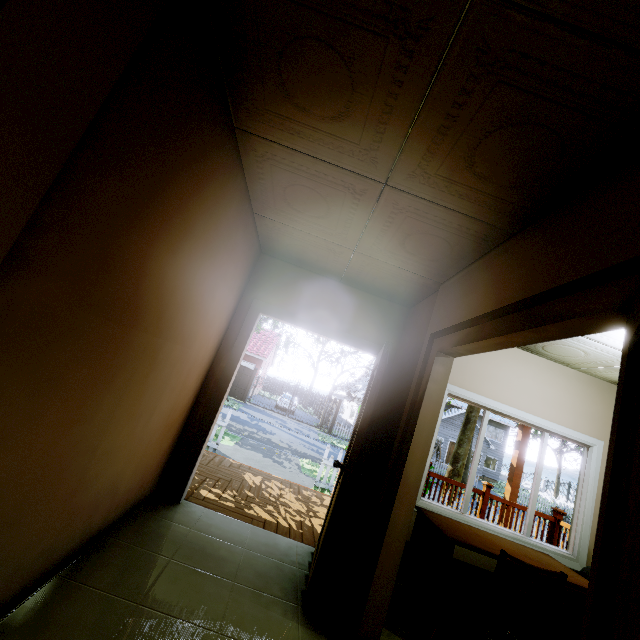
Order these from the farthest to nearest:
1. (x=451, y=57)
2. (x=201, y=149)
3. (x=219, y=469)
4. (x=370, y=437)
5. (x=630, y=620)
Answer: (x=219, y=469), (x=370, y=437), (x=201, y=149), (x=451, y=57), (x=630, y=620)

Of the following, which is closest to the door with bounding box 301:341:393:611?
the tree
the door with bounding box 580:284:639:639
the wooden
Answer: the door with bounding box 580:284:639:639

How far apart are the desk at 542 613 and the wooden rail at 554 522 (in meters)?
2.07

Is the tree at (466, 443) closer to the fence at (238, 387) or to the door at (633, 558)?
the fence at (238, 387)

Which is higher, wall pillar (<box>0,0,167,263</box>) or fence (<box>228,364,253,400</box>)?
wall pillar (<box>0,0,167,263</box>)

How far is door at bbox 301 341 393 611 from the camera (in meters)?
2.39

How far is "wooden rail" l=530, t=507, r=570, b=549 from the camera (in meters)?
5.20

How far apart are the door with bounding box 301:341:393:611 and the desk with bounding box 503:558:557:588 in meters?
0.7
